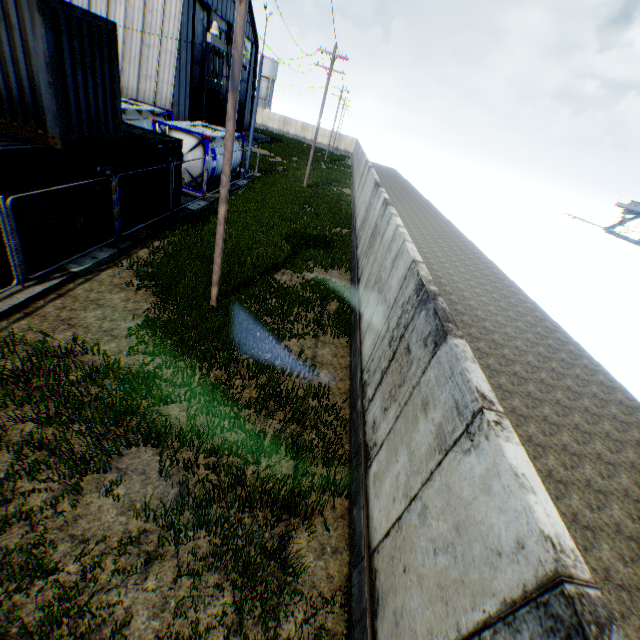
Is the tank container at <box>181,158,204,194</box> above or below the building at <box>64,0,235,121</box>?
below

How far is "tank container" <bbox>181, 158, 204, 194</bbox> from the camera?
17.5m

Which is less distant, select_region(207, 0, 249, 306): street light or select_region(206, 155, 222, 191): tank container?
select_region(207, 0, 249, 306): street light

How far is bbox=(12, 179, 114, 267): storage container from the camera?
8.01m

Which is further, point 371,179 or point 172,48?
point 172,48

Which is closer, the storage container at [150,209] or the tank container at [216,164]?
the storage container at [150,209]

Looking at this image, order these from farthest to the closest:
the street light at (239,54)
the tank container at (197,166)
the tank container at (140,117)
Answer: the tank container at (197,166) < the tank container at (140,117) < the street light at (239,54)

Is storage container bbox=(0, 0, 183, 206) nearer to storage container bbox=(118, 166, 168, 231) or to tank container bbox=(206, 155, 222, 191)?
storage container bbox=(118, 166, 168, 231)
